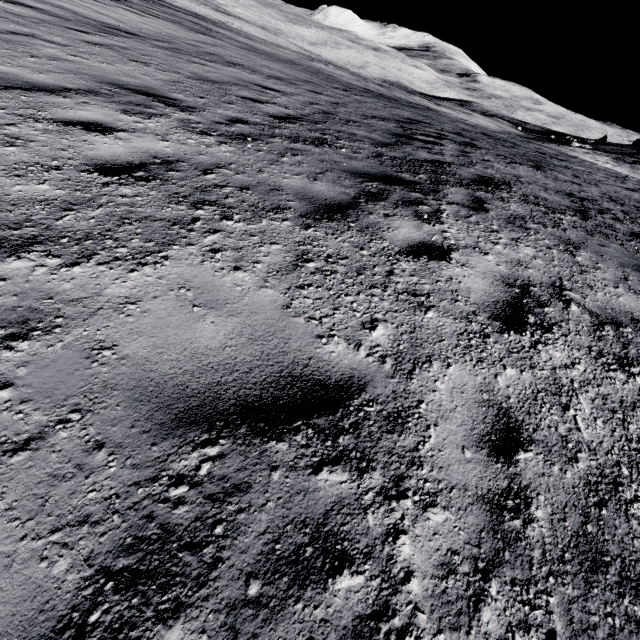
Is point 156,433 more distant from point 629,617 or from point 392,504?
point 629,617
